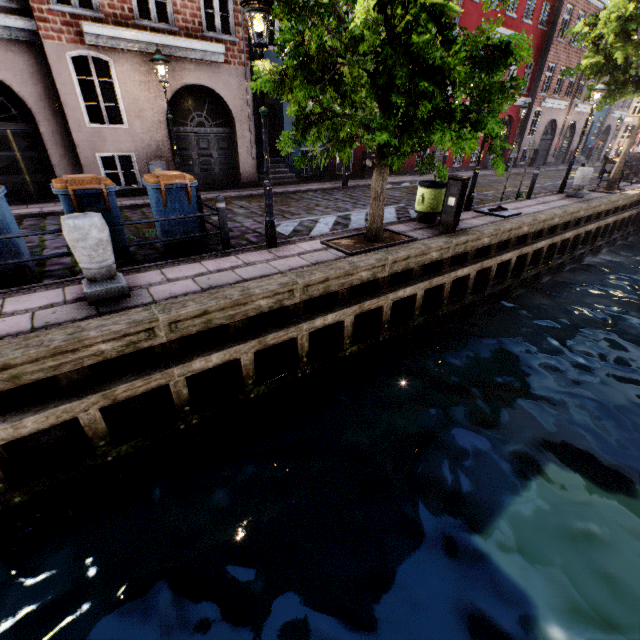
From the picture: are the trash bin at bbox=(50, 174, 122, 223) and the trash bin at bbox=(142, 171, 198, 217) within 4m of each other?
yes

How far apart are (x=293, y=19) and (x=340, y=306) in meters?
4.2 m

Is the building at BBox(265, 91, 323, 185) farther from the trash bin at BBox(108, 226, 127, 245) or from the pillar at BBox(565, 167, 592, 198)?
the pillar at BBox(565, 167, 592, 198)

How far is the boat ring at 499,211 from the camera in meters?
9.5 m

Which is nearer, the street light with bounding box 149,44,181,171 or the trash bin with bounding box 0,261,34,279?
the trash bin with bounding box 0,261,34,279

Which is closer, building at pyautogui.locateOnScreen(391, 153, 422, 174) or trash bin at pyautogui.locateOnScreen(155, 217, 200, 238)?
trash bin at pyautogui.locateOnScreen(155, 217, 200, 238)

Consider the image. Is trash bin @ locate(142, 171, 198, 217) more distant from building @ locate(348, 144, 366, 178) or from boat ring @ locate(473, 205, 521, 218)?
boat ring @ locate(473, 205, 521, 218)

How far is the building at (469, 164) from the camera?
20.83m
